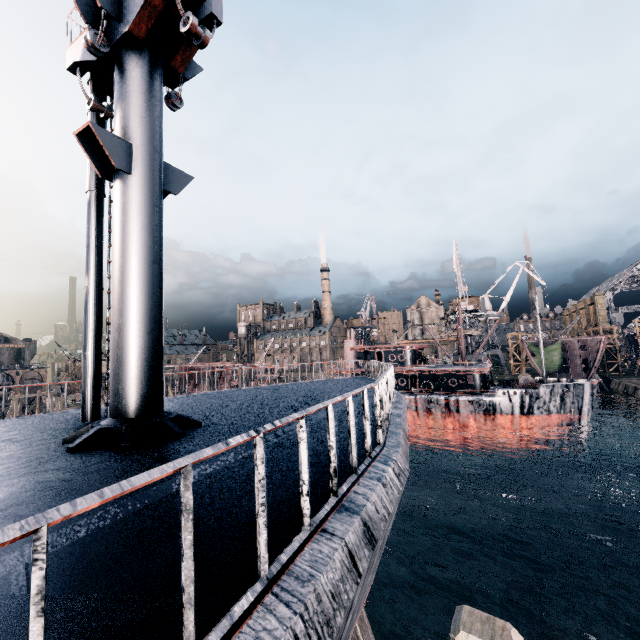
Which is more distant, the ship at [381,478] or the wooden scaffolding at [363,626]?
the wooden scaffolding at [363,626]

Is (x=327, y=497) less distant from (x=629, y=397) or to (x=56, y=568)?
(x=56, y=568)

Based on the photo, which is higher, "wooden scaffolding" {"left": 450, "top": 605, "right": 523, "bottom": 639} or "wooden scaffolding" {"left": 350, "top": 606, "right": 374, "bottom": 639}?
"wooden scaffolding" {"left": 450, "top": 605, "right": 523, "bottom": 639}

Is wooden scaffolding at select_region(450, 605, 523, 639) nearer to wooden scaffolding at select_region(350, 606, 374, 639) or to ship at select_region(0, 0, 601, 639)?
ship at select_region(0, 0, 601, 639)

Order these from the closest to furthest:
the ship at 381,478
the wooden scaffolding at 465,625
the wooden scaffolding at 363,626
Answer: the ship at 381,478 < the wooden scaffolding at 465,625 < the wooden scaffolding at 363,626

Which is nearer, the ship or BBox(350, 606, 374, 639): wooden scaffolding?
the ship
